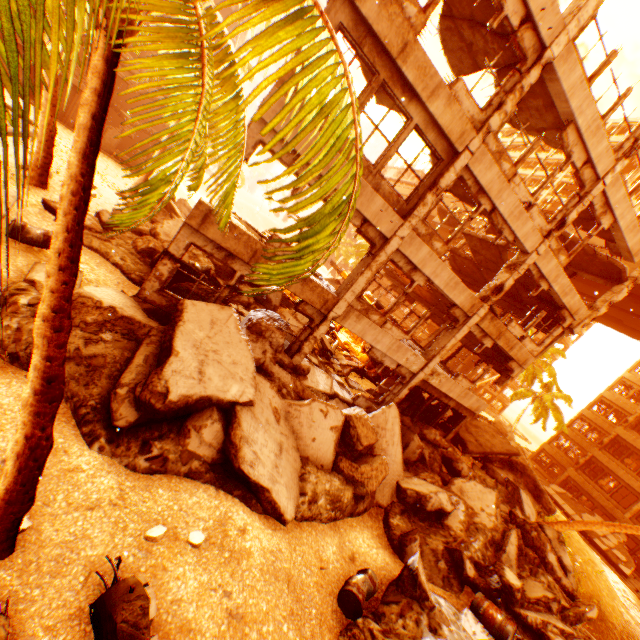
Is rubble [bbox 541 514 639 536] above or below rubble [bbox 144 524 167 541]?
above

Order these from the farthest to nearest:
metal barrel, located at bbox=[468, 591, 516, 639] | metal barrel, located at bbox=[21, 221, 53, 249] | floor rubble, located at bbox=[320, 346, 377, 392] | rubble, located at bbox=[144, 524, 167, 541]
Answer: floor rubble, located at bbox=[320, 346, 377, 392] → metal barrel, located at bbox=[21, 221, 53, 249] → metal barrel, located at bbox=[468, 591, 516, 639] → rubble, located at bbox=[144, 524, 167, 541]

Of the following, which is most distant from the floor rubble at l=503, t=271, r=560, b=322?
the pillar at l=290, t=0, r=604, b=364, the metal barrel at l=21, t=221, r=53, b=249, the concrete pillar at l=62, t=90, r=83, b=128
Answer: the concrete pillar at l=62, t=90, r=83, b=128

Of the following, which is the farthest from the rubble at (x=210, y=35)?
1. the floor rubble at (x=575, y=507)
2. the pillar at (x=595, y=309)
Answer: the pillar at (x=595, y=309)

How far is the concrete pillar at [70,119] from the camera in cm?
2277

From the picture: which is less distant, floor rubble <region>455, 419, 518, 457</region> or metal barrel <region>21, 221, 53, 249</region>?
metal barrel <region>21, 221, 53, 249</region>

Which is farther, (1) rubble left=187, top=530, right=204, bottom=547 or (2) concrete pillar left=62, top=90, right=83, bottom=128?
(2) concrete pillar left=62, top=90, right=83, bottom=128

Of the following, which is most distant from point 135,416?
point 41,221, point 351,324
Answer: point 41,221
